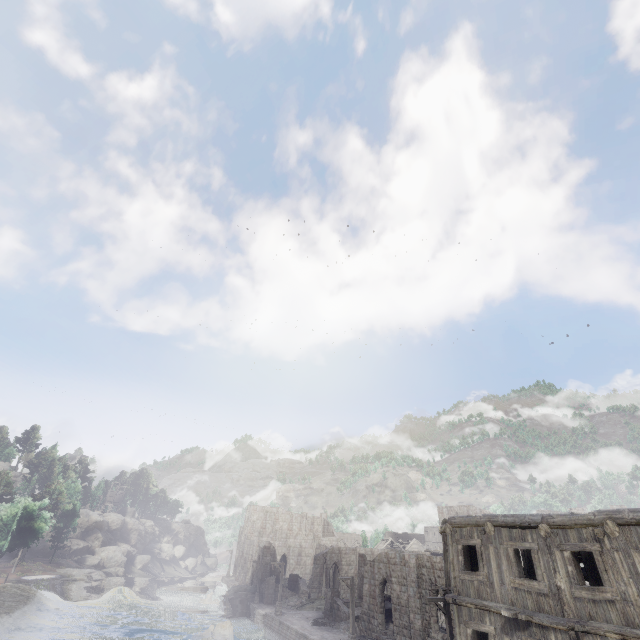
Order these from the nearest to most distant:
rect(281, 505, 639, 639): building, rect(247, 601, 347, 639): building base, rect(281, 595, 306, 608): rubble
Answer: rect(281, 505, 639, 639): building, rect(247, 601, 347, 639): building base, rect(281, 595, 306, 608): rubble

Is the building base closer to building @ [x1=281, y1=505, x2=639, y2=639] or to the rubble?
the rubble

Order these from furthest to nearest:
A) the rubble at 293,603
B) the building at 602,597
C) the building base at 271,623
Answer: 1. the rubble at 293,603
2. the building base at 271,623
3. the building at 602,597

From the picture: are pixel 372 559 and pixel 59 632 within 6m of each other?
no

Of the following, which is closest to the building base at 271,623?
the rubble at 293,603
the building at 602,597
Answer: the rubble at 293,603

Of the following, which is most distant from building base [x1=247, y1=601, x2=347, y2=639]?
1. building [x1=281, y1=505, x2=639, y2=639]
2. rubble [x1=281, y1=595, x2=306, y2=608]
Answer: building [x1=281, y1=505, x2=639, y2=639]

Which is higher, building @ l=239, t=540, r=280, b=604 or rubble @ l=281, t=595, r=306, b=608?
building @ l=239, t=540, r=280, b=604
